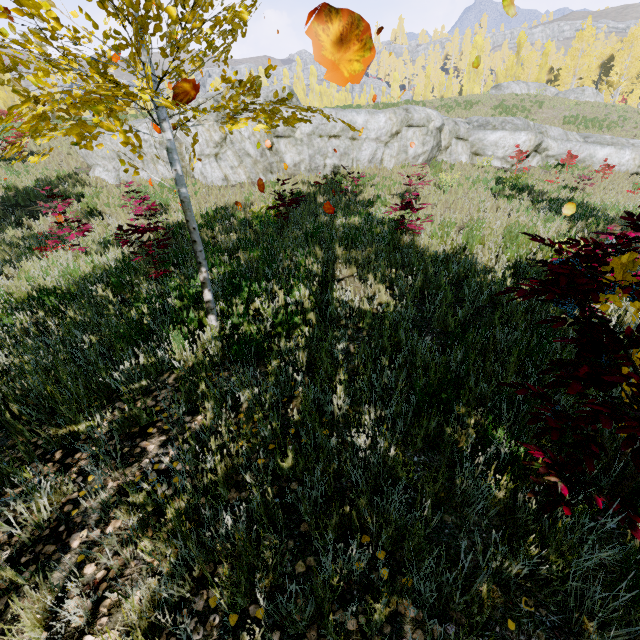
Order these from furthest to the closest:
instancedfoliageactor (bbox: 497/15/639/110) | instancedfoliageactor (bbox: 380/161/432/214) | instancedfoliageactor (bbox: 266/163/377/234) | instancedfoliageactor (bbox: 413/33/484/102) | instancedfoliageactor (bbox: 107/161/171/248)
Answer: instancedfoliageactor (bbox: 497/15/639/110)
instancedfoliageactor (bbox: 413/33/484/102)
instancedfoliageactor (bbox: 266/163/377/234)
instancedfoliageactor (bbox: 380/161/432/214)
instancedfoliageactor (bbox: 107/161/171/248)

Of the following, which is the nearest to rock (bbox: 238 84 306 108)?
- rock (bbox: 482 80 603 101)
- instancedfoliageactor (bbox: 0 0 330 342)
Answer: instancedfoliageactor (bbox: 0 0 330 342)

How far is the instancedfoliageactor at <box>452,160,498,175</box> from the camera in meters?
14.4 m

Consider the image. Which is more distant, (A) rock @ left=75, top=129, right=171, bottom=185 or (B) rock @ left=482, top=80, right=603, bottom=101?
(B) rock @ left=482, top=80, right=603, bottom=101

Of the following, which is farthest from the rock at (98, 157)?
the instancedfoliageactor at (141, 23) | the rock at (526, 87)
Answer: the rock at (526, 87)

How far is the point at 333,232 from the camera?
7.4 meters

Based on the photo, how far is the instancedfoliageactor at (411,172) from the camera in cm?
628
